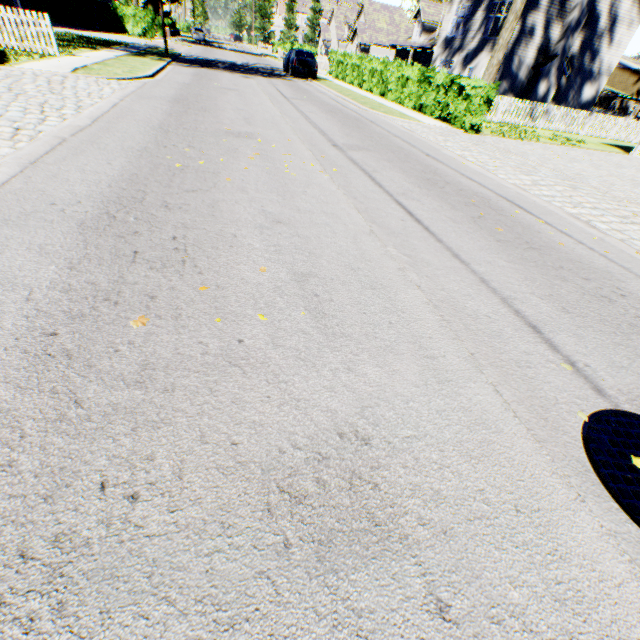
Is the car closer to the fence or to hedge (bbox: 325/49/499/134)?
hedge (bbox: 325/49/499/134)

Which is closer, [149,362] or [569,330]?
[149,362]

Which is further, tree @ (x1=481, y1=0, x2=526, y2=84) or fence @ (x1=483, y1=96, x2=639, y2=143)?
fence @ (x1=483, y1=96, x2=639, y2=143)

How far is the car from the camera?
22.2m

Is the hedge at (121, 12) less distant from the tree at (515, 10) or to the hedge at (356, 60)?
the tree at (515, 10)

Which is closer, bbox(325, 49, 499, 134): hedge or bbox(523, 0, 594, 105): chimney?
bbox(325, 49, 499, 134): hedge

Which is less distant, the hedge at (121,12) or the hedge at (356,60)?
the hedge at (356,60)

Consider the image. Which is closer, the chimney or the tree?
the tree
